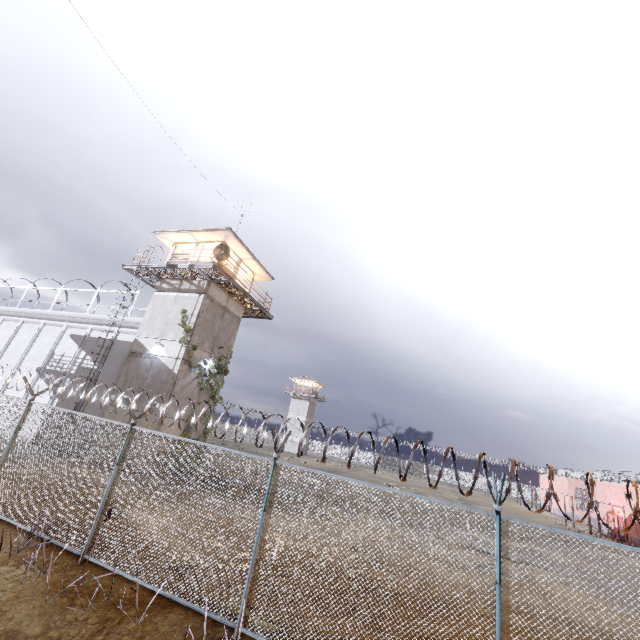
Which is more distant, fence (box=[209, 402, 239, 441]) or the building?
the building

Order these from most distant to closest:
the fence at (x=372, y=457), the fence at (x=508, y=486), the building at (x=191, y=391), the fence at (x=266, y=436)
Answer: the building at (x=191, y=391) → the fence at (x=266, y=436) → the fence at (x=372, y=457) → the fence at (x=508, y=486)

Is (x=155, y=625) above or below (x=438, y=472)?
below

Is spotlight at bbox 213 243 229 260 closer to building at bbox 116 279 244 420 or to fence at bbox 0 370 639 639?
building at bbox 116 279 244 420

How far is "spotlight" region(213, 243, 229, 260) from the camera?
17.4m

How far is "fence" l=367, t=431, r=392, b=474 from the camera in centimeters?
561cm

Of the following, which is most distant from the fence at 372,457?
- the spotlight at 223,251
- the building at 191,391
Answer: the spotlight at 223,251
